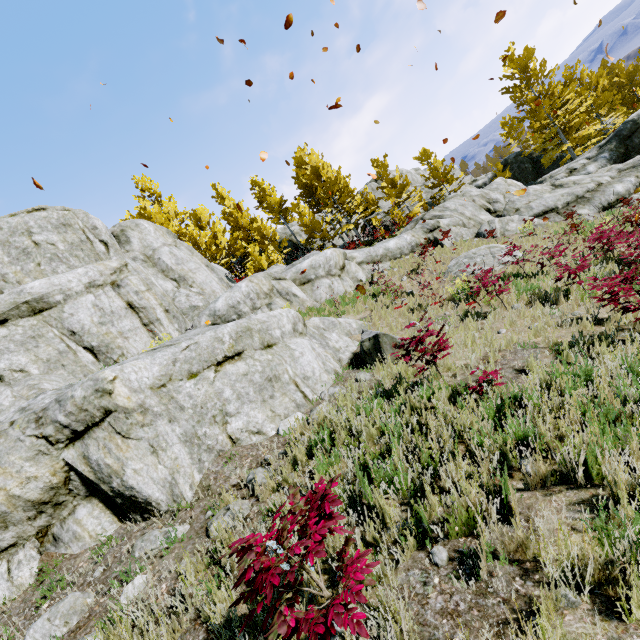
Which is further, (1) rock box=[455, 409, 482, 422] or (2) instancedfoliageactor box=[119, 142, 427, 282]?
(2) instancedfoliageactor box=[119, 142, 427, 282]

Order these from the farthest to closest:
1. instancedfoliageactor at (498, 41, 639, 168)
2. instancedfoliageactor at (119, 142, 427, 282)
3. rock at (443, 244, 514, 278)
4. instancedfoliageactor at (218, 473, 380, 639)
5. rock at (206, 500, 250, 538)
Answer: instancedfoliageactor at (498, 41, 639, 168) < instancedfoliageactor at (119, 142, 427, 282) < rock at (443, 244, 514, 278) < rock at (206, 500, 250, 538) < instancedfoliageactor at (218, 473, 380, 639)

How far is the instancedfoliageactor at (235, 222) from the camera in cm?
2383

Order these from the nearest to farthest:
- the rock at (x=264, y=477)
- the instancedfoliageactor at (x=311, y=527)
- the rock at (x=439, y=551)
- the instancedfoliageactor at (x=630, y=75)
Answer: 1. the instancedfoliageactor at (x=311, y=527)
2. the rock at (x=439, y=551)
3. the rock at (x=264, y=477)
4. the instancedfoliageactor at (x=630, y=75)

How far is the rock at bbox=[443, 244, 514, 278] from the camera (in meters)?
13.06

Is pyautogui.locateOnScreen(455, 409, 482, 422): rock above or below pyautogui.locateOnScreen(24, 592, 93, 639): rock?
below

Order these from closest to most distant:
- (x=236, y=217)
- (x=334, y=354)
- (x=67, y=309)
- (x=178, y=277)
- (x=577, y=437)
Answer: (x=577, y=437), (x=334, y=354), (x=67, y=309), (x=178, y=277), (x=236, y=217)

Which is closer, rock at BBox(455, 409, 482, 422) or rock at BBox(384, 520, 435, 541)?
rock at BBox(384, 520, 435, 541)
